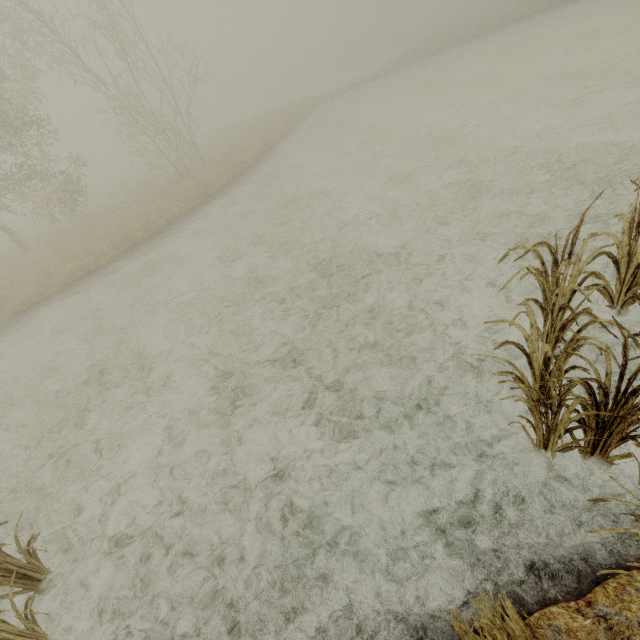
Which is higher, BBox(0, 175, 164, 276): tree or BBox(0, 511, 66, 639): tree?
BBox(0, 175, 164, 276): tree

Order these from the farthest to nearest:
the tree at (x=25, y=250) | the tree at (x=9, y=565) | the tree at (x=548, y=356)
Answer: the tree at (x=25, y=250) < the tree at (x=9, y=565) < the tree at (x=548, y=356)

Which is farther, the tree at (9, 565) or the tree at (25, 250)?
Answer: the tree at (25, 250)

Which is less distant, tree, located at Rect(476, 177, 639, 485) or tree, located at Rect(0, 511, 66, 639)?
tree, located at Rect(476, 177, 639, 485)

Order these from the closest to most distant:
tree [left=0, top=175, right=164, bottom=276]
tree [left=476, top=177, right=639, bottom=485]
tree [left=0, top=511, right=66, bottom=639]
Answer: tree [left=476, top=177, right=639, bottom=485]
tree [left=0, top=511, right=66, bottom=639]
tree [left=0, top=175, right=164, bottom=276]

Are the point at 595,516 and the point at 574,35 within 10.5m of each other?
no

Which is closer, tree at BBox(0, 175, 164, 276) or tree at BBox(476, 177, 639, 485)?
tree at BBox(476, 177, 639, 485)
